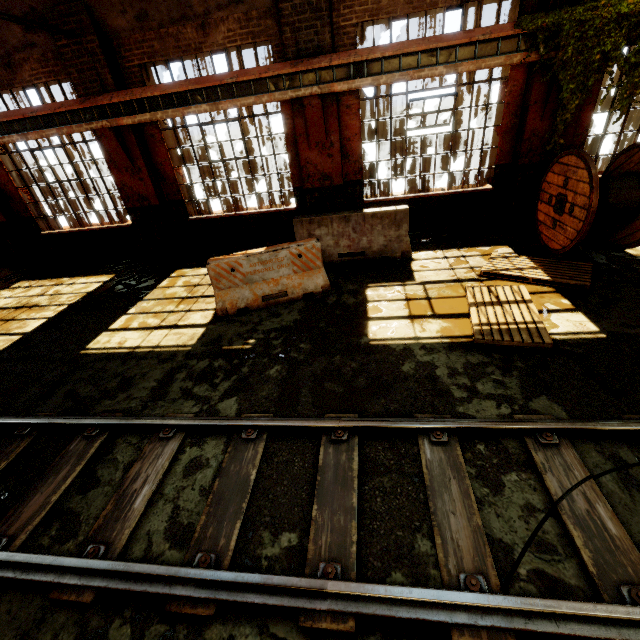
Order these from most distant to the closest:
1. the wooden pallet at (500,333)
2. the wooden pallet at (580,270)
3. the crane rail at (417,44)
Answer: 1. the crane rail at (417,44)
2. the wooden pallet at (580,270)
3. the wooden pallet at (500,333)

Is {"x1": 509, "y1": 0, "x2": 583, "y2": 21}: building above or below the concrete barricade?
above

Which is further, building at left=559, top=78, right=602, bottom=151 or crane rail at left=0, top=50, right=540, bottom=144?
building at left=559, top=78, right=602, bottom=151

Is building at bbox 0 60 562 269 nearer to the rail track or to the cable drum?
the cable drum

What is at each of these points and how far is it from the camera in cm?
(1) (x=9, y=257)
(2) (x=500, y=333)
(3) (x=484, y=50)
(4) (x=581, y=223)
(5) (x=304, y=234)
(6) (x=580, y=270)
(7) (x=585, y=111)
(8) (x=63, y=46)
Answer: (1) building, 1020
(2) wooden pallet, 462
(3) beam, 613
(4) cable drum, 573
(5) concrete barricade, 753
(6) wooden pallet, 568
(7) building, 696
(8) building, 704

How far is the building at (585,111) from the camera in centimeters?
671cm

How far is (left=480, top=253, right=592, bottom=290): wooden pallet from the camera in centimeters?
548cm

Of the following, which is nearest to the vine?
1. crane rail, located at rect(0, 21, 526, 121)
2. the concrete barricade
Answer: crane rail, located at rect(0, 21, 526, 121)
